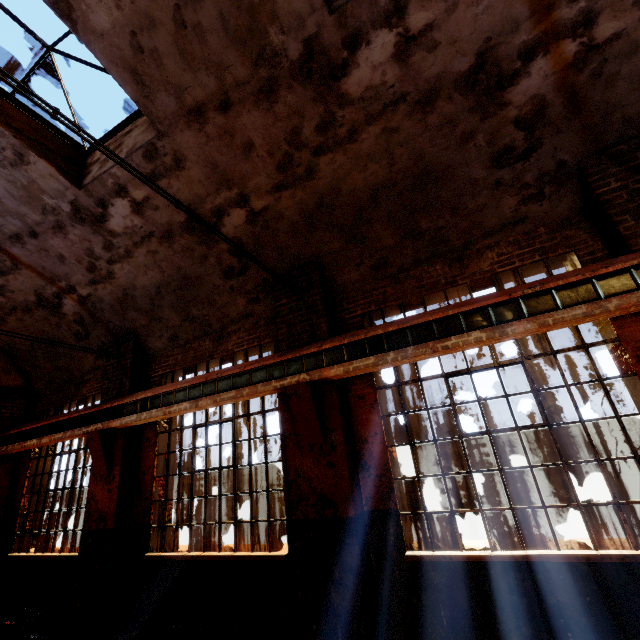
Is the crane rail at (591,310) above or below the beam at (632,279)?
below

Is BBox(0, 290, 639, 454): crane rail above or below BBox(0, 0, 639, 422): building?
below

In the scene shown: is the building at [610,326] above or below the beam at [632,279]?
below

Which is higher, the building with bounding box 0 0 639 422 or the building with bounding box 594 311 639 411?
the building with bounding box 0 0 639 422

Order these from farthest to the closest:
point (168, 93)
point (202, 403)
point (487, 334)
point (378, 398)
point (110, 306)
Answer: point (110, 306) < point (202, 403) < point (378, 398) < point (168, 93) < point (487, 334)

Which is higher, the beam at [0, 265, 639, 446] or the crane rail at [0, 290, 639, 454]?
the beam at [0, 265, 639, 446]

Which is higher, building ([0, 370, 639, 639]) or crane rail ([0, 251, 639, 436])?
crane rail ([0, 251, 639, 436])
